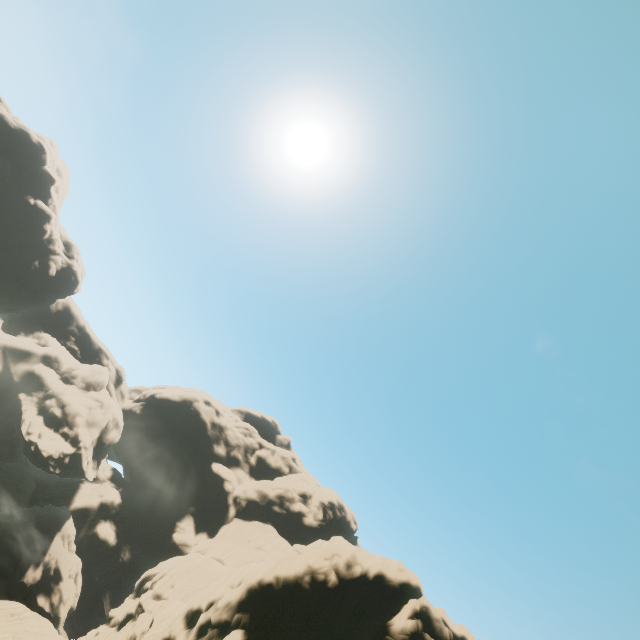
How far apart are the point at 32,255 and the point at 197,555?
56.91m

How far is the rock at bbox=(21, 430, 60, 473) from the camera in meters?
58.6

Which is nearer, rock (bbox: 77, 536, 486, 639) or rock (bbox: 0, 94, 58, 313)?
rock (bbox: 77, 536, 486, 639)

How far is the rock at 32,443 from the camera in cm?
5856

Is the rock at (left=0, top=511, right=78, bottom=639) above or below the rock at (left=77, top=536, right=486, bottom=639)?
below

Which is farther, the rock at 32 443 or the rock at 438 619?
the rock at 32 443

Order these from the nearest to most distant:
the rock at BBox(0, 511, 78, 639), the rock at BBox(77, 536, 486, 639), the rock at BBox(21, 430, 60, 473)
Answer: the rock at BBox(77, 536, 486, 639) → the rock at BBox(0, 511, 78, 639) → the rock at BBox(21, 430, 60, 473)
